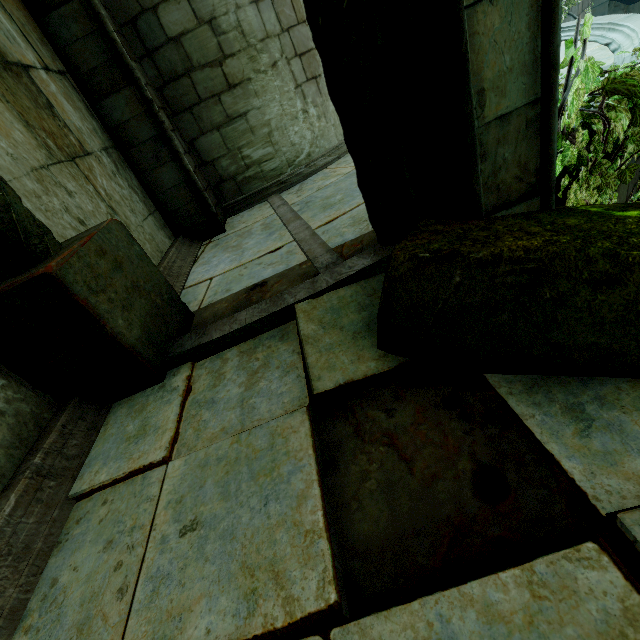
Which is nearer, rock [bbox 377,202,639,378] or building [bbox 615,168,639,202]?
rock [bbox 377,202,639,378]

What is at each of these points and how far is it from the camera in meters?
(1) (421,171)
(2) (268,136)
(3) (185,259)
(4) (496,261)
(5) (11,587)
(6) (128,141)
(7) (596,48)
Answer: (1) stone column, 2.0
(2) building, 5.5
(3) trim, 4.4
(4) rock, 1.3
(5) trim, 1.4
(6) stone column, 4.5
(7) building, 4.9

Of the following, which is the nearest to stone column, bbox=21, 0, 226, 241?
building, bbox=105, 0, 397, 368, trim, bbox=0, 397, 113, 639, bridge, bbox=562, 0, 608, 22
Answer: building, bbox=105, 0, 397, 368

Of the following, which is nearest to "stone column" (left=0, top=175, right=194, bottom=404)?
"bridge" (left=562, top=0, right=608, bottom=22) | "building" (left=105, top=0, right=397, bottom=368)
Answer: "building" (left=105, top=0, right=397, bottom=368)

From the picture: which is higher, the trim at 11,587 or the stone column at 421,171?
the stone column at 421,171

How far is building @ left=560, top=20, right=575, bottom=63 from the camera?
5.5 meters

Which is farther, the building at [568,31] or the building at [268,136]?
the building at [568,31]

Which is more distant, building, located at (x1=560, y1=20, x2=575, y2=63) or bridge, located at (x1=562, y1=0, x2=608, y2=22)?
bridge, located at (x1=562, y1=0, x2=608, y2=22)
